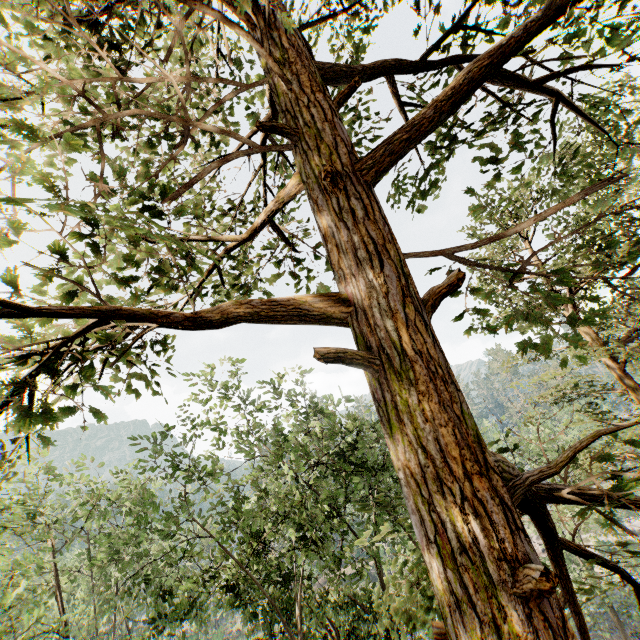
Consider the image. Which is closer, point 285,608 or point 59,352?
point 59,352
